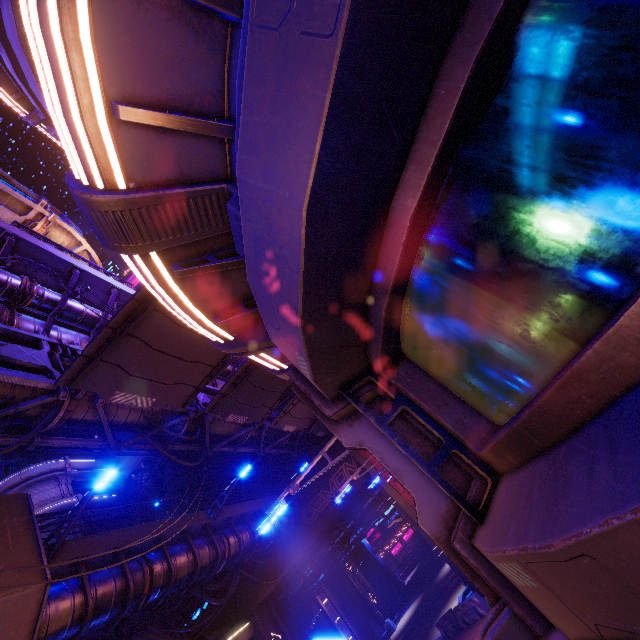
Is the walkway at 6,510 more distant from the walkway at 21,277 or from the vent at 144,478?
the vent at 144,478

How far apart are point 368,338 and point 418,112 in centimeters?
165cm

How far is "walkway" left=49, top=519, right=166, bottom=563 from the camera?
10.52m

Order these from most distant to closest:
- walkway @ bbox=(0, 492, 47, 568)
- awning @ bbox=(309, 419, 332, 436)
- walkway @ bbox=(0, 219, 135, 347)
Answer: awning @ bbox=(309, 419, 332, 436) → walkway @ bbox=(0, 219, 135, 347) → walkway @ bbox=(0, 492, 47, 568)

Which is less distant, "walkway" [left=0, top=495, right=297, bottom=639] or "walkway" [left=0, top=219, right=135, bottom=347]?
"walkway" [left=0, top=495, right=297, bottom=639]

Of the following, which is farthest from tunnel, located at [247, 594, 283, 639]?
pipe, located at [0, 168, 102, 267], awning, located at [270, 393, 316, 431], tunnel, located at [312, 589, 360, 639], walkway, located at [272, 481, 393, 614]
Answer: awning, located at [270, 393, 316, 431]

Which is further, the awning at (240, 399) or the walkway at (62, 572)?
the awning at (240, 399)

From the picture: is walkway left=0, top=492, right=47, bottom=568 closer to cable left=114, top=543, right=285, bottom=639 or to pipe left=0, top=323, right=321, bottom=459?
cable left=114, top=543, right=285, bottom=639
